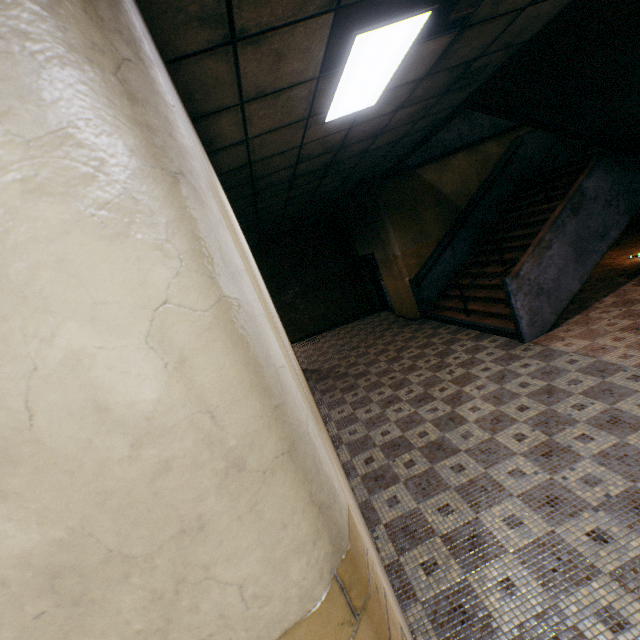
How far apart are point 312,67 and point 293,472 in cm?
286

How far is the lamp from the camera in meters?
2.3 m

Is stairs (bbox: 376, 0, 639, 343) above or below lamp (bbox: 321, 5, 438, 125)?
below

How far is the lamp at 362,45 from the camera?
2.3 meters

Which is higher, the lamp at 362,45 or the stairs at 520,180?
the lamp at 362,45

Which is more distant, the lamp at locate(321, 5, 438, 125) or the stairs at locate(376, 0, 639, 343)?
the stairs at locate(376, 0, 639, 343)
